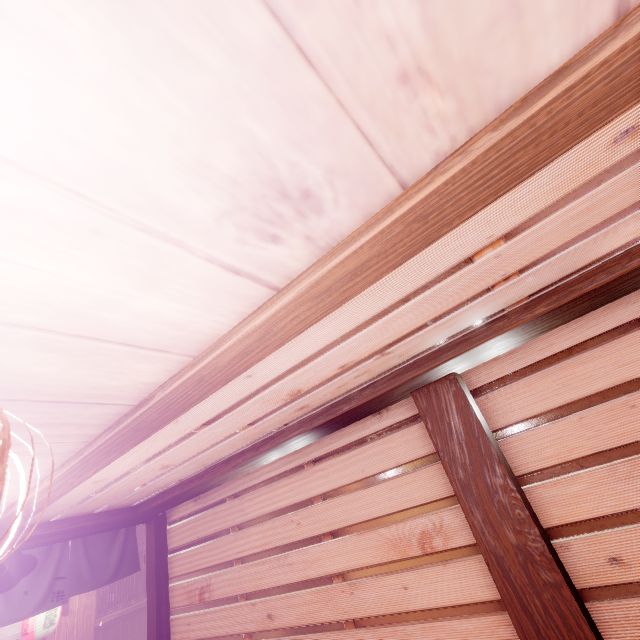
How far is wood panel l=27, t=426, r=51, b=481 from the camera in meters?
2.9 m

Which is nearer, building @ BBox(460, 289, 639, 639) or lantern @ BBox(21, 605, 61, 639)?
building @ BBox(460, 289, 639, 639)

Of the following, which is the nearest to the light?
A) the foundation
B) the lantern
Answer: the foundation

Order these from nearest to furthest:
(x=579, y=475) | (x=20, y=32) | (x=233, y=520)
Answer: (x=20, y=32), (x=579, y=475), (x=233, y=520)

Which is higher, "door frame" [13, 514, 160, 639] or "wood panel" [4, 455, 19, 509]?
"wood panel" [4, 455, 19, 509]

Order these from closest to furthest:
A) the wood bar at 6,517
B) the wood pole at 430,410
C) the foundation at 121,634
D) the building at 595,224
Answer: the building at 595,224 → the wood pole at 430,410 → the wood bar at 6,517 → the foundation at 121,634

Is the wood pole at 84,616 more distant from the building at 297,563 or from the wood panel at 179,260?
the wood panel at 179,260
